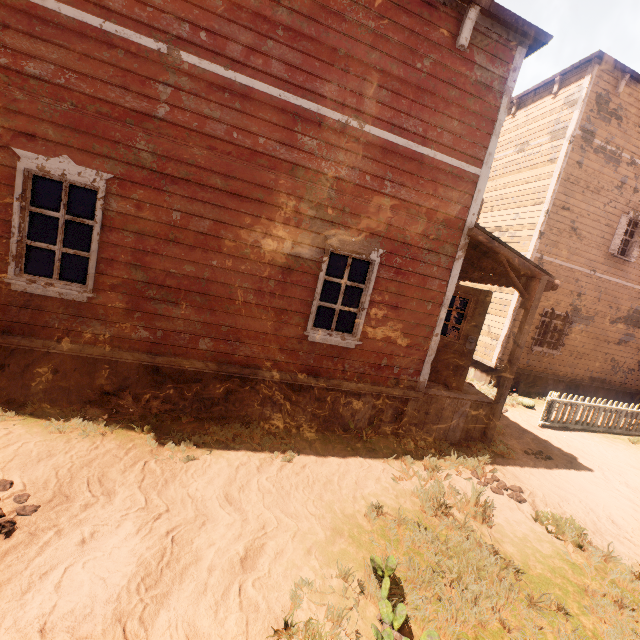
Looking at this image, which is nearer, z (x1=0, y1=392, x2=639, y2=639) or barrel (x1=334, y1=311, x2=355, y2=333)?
z (x1=0, y1=392, x2=639, y2=639)

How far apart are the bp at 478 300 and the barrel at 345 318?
1.19m

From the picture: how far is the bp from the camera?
6.64m

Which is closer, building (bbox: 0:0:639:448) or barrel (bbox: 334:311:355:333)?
building (bbox: 0:0:639:448)

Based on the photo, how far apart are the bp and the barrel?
1.19m

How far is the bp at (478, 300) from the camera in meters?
6.6 m

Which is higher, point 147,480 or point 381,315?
point 381,315

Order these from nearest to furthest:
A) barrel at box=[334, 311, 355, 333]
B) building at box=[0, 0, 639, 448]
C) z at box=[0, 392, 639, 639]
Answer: z at box=[0, 392, 639, 639] < building at box=[0, 0, 639, 448] < barrel at box=[334, 311, 355, 333]
